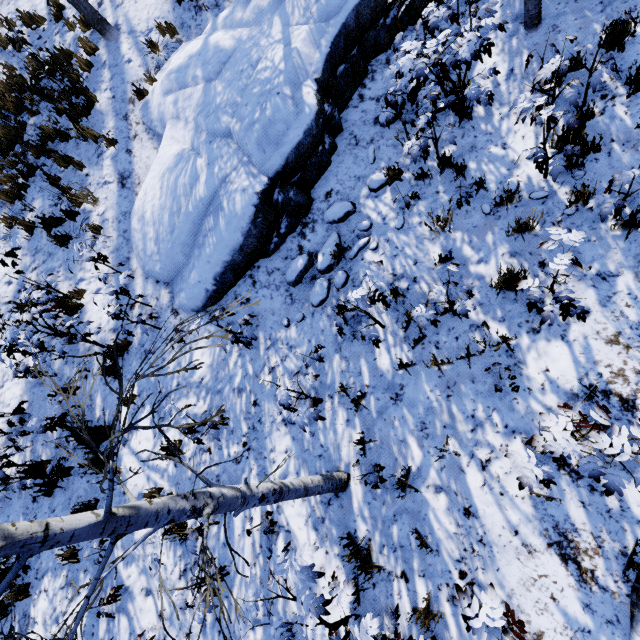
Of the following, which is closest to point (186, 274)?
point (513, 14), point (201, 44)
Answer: point (201, 44)

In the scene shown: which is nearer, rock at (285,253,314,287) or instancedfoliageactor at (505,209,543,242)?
instancedfoliageactor at (505,209,543,242)

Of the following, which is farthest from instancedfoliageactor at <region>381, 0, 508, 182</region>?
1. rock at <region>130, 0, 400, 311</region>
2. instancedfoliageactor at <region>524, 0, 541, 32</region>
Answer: instancedfoliageactor at <region>524, 0, 541, 32</region>

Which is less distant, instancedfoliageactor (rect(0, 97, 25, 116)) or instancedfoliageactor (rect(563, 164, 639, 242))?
instancedfoliageactor (rect(563, 164, 639, 242))

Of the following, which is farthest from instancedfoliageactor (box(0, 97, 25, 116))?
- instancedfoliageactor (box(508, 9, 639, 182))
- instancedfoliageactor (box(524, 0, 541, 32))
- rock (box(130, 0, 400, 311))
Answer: instancedfoliageactor (box(524, 0, 541, 32))

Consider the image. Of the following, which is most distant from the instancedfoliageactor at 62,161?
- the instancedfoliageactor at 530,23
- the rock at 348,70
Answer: the instancedfoliageactor at 530,23

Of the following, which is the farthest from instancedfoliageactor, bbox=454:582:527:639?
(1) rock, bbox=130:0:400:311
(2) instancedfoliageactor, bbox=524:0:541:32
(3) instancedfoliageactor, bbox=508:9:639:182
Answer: (2) instancedfoliageactor, bbox=524:0:541:32
